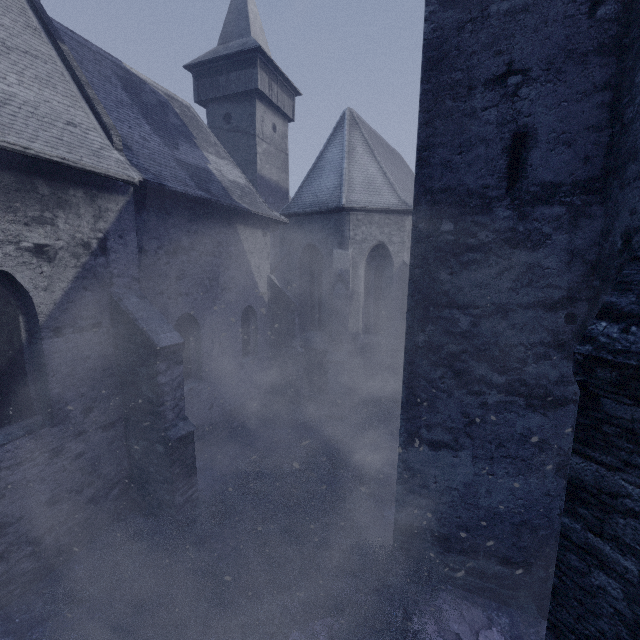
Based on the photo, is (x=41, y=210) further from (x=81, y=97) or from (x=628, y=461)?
(x=628, y=461)
